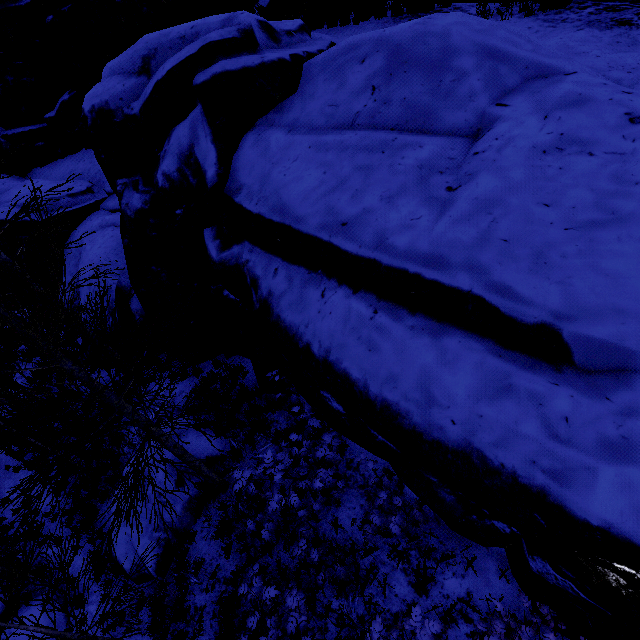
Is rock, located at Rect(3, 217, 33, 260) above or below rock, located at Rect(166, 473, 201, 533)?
above

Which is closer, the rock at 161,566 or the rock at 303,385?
the rock at 303,385

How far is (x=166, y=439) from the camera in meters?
6.0

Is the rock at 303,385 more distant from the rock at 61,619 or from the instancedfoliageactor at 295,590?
the rock at 61,619

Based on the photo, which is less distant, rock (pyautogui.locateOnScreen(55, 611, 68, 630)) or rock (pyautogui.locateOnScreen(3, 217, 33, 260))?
rock (pyautogui.locateOnScreen(55, 611, 68, 630))

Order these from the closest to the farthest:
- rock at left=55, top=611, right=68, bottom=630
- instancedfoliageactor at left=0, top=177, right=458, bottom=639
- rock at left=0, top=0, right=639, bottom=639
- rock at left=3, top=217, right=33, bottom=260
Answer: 1. rock at left=0, top=0, right=639, bottom=639
2. instancedfoliageactor at left=0, top=177, right=458, bottom=639
3. rock at left=55, top=611, right=68, bottom=630
4. rock at left=3, top=217, right=33, bottom=260

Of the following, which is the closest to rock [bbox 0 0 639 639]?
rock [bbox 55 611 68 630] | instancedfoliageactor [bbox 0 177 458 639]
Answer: instancedfoliageactor [bbox 0 177 458 639]
